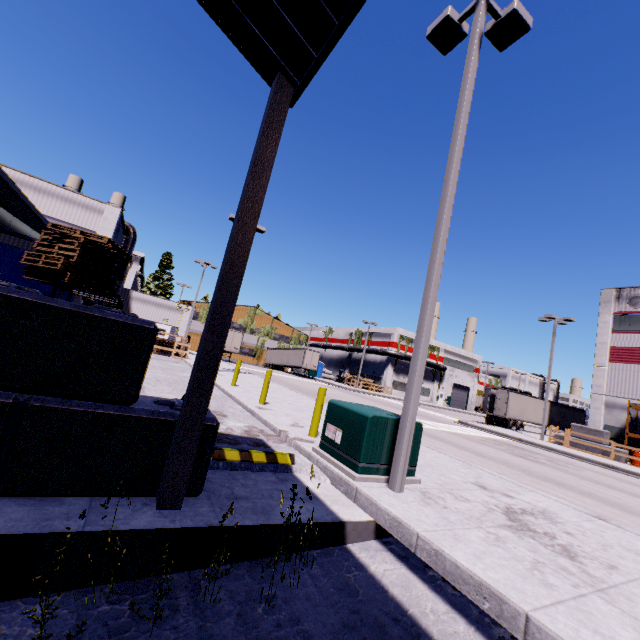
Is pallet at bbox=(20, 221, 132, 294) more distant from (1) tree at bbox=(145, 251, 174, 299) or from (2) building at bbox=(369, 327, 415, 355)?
(1) tree at bbox=(145, 251, 174, 299)

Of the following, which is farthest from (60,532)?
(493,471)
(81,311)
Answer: (493,471)

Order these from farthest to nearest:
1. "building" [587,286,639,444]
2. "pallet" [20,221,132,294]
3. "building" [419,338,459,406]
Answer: "building" [419,338,459,406] → "building" [587,286,639,444] → "pallet" [20,221,132,294]

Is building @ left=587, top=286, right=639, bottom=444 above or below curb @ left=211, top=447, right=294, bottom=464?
above

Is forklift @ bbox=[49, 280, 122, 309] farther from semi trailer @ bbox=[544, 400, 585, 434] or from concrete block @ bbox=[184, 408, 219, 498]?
semi trailer @ bbox=[544, 400, 585, 434]

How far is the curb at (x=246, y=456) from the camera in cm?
517

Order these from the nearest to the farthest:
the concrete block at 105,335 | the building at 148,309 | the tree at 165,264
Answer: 1. the concrete block at 105,335
2. the building at 148,309
3. the tree at 165,264

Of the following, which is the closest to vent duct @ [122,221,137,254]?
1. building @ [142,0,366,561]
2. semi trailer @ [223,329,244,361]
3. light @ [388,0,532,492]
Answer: building @ [142,0,366,561]
